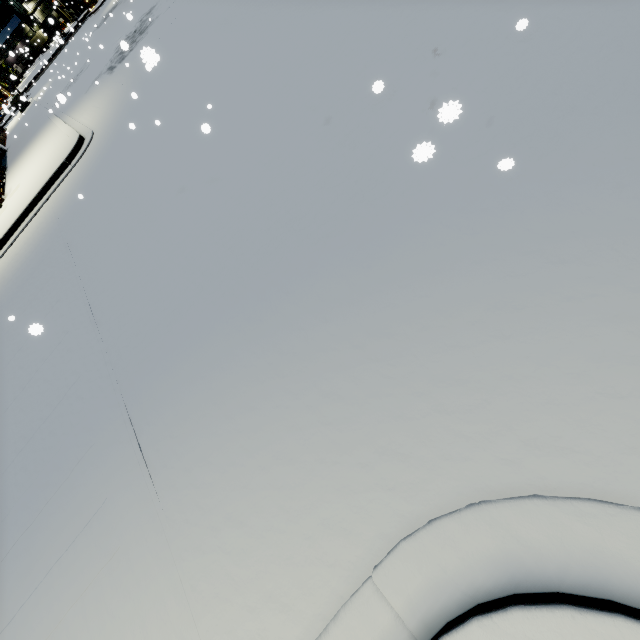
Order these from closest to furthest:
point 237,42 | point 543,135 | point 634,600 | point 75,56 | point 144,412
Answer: point 634,600 < point 543,135 < point 144,412 < point 237,42 < point 75,56
